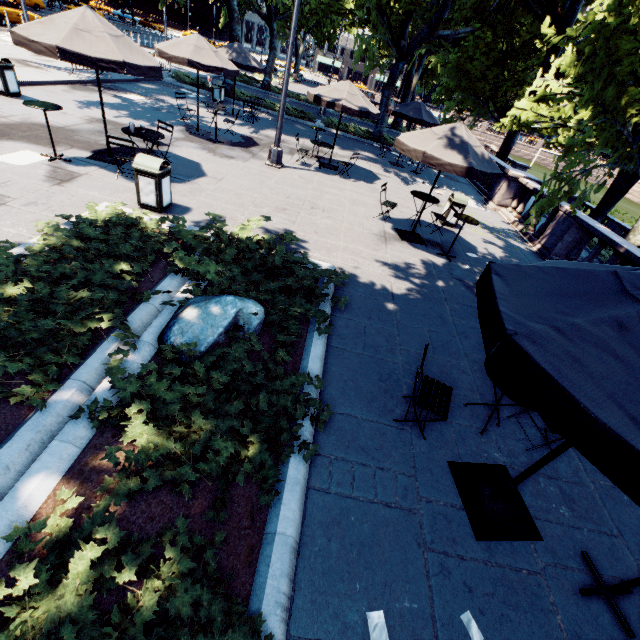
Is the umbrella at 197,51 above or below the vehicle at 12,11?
above

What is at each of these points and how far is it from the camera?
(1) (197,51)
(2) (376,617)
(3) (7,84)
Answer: (1) umbrella, 10.6m
(2) instancedfoliageactor, 2.6m
(3) garbage can, 10.3m

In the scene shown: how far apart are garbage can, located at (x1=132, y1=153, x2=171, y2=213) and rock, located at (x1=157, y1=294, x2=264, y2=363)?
3.4 meters

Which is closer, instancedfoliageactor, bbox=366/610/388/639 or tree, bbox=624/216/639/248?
instancedfoliageactor, bbox=366/610/388/639

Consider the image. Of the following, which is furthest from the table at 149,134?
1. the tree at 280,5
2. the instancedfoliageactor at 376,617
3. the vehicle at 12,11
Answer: the vehicle at 12,11

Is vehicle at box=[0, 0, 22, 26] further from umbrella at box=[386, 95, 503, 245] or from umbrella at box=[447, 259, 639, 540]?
umbrella at box=[447, 259, 639, 540]

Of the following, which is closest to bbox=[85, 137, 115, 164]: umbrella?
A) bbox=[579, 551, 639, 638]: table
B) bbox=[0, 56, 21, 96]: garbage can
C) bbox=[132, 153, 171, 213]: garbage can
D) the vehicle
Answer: bbox=[132, 153, 171, 213]: garbage can

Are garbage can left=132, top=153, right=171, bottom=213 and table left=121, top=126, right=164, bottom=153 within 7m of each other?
yes
